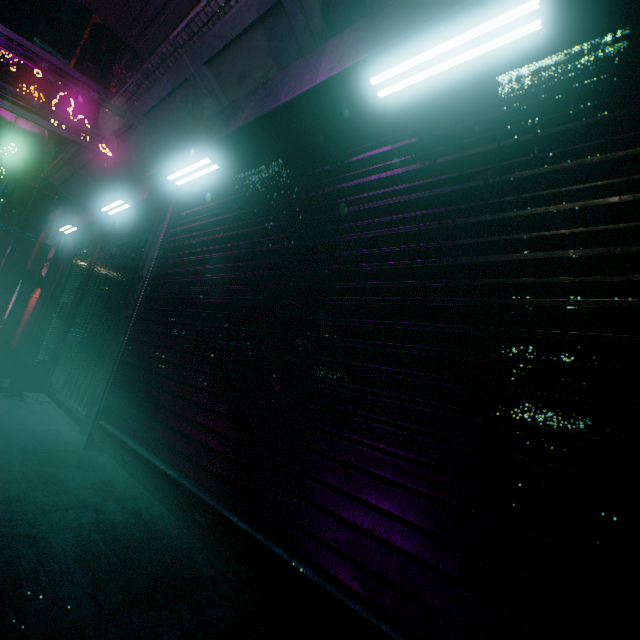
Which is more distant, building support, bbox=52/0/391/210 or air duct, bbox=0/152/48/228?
air duct, bbox=0/152/48/228

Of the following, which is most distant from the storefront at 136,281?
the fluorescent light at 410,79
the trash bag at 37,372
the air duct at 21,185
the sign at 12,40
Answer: the fluorescent light at 410,79

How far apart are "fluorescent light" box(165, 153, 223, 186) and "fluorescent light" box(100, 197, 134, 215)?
1.1m

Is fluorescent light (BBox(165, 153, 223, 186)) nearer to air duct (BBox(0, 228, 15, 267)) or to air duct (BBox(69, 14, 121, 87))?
air duct (BBox(69, 14, 121, 87))

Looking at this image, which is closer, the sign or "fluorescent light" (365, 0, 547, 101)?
"fluorescent light" (365, 0, 547, 101)

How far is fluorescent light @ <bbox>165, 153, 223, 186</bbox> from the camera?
2.5m

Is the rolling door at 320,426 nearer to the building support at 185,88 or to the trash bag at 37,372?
the building support at 185,88

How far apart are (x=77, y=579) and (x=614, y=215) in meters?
2.4 m
